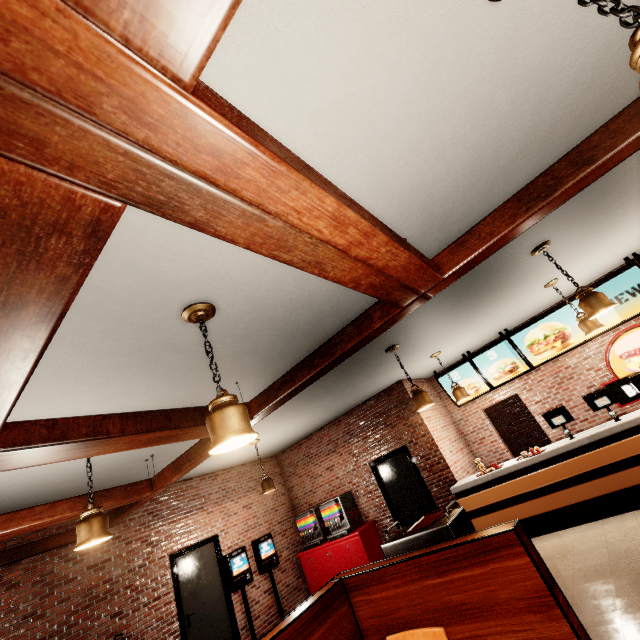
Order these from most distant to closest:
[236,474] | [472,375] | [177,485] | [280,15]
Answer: [236,474], [472,375], [177,485], [280,15]
